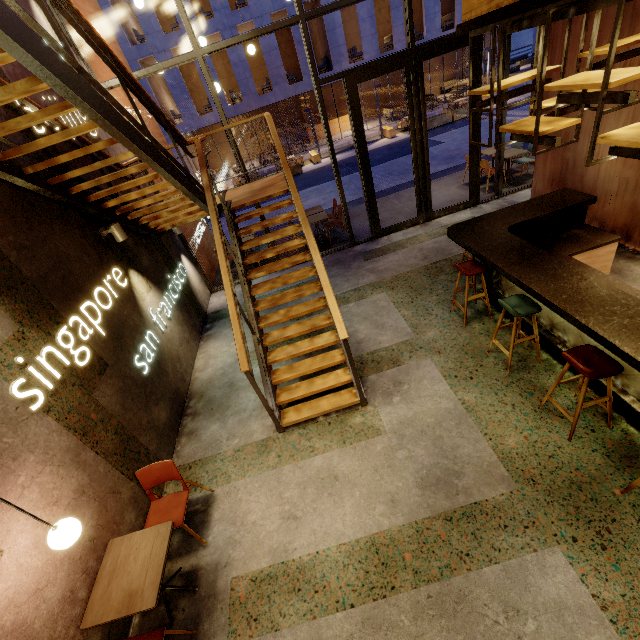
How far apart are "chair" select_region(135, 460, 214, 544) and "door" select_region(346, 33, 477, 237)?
6.8m

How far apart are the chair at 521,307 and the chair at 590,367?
0.6 meters

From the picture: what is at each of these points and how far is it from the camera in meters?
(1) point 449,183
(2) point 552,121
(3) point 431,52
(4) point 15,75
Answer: (1) building, 10.2 m
(2) bar shelf, 3.5 m
(3) door, 6.4 m
(4) building, 4.0 m

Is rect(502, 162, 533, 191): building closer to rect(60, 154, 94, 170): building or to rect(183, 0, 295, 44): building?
rect(60, 154, 94, 170): building

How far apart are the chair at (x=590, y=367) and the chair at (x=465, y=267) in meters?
1.6

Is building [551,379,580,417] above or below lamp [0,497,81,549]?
below

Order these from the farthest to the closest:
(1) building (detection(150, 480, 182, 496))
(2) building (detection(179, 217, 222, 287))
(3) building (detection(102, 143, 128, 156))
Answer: (2) building (detection(179, 217, 222, 287)), (3) building (detection(102, 143, 128, 156)), (1) building (detection(150, 480, 182, 496))

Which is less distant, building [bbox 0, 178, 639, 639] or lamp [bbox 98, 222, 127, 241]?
building [bbox 0, 178, 639, 639]
